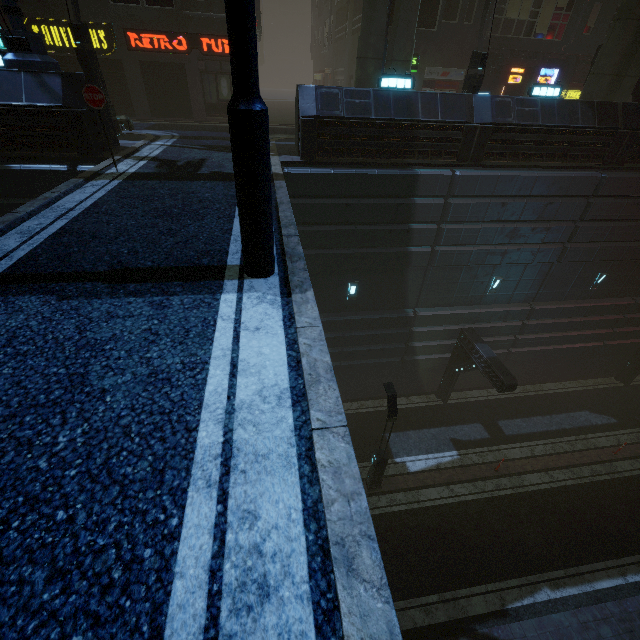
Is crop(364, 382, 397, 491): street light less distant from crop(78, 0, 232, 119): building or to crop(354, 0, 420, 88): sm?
crop(78, 0, 232, 119): building

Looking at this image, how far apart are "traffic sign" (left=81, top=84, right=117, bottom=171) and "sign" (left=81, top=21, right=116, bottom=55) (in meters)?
12.92

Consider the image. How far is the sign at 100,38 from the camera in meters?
15.4 m

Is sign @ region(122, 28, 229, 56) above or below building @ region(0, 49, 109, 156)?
above

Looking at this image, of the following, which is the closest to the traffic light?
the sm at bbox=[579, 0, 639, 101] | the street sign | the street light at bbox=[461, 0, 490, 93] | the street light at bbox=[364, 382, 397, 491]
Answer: the street light at bbox=[364, 382, 397, 491]

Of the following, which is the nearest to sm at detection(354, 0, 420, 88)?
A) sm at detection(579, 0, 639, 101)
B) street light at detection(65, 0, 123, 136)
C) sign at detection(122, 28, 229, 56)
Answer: sm at detection(579, 0, 639, 101)

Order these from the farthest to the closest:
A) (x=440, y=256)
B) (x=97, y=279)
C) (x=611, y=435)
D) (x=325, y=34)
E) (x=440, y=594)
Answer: (x=325, y=34), (x=611, y=435), (x=440, y=256), (x=440, y=594), (x=97, y=279)

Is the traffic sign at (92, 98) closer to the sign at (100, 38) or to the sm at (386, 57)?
the sm at (386, 57)
